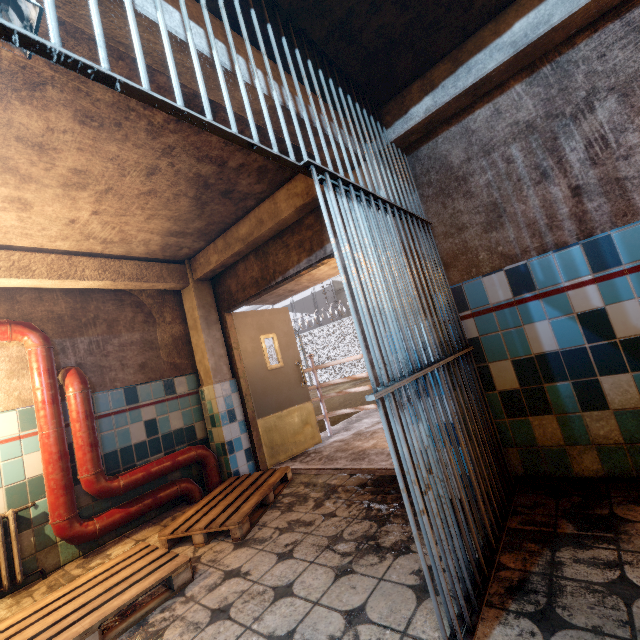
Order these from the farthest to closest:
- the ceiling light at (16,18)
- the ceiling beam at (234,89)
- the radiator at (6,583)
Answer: the radiator at (6,583) < the ceiling beam at (234,89) < the ceiling light at (16,18)

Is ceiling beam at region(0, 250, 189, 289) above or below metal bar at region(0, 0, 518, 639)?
above

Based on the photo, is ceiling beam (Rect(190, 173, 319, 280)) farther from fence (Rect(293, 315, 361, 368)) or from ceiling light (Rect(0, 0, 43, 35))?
fence (Rect(293, 315, 361, 368))

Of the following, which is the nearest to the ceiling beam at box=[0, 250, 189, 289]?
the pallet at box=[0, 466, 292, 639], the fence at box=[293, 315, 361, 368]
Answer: the pallet at box=[0, 466, 292, 639]

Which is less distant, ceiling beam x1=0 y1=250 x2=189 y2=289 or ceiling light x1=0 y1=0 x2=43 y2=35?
ceiling light x1=0 y1=0 x2=43 y2=35

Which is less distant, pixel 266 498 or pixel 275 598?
pixel 275 598

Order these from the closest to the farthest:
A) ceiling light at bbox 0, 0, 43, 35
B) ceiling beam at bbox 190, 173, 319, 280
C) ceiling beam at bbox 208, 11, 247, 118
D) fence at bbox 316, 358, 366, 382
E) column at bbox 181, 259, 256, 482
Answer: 1. ceiling light at bbox 0, 0, 43, 35
2. ceiling beam at bbox 208, 11, 247, 118
3. ceiling beam at bbox 190, 173, 319, 280
4. column at bbox 181, 259, 256, 482
5. fence at bbox 316, 358, 366, 382

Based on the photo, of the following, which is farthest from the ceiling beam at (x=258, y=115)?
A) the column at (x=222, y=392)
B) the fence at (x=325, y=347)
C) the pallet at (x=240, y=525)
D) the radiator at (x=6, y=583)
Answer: the fence at (x=325, y=347)
